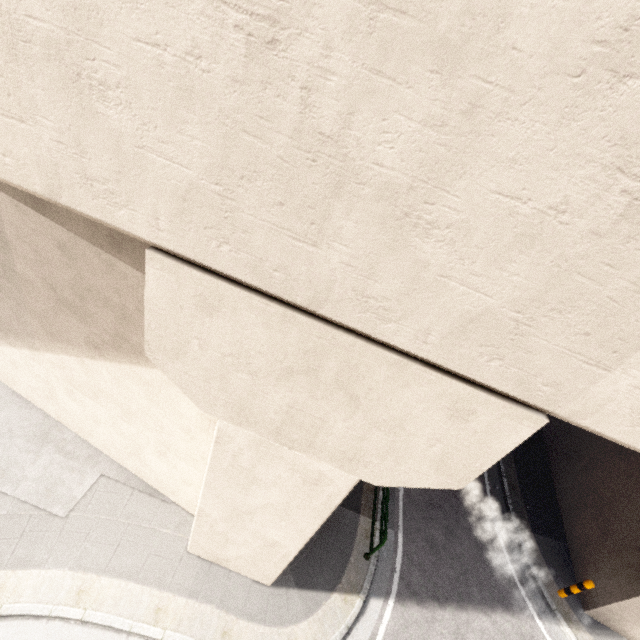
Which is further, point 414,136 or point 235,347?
point 235,347
